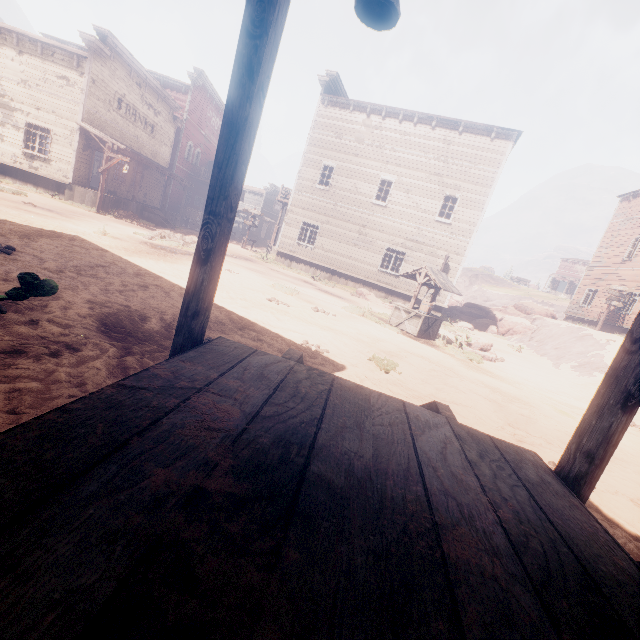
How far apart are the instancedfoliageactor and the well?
0.8 meters

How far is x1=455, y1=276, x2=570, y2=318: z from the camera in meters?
47.0

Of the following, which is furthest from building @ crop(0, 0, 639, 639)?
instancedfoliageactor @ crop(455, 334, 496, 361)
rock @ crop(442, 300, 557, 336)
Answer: instancedfoliageactor @ crop(455, 334, 496, 361)

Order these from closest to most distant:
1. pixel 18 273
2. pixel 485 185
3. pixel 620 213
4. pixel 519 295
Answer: pixel 18 273 < pixel 485 185 < pixel 620 213 < pixel 519 295

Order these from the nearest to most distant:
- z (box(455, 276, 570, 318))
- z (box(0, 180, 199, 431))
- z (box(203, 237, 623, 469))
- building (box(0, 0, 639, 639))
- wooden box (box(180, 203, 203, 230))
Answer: building (box(0, 0, 639, 639))
z (box(0, 180, 199, 431))
z (box(203, 237, 623, 469))
wooden box (box(180, 203, 203, 230))
z (box(455, 276, 570, 318))

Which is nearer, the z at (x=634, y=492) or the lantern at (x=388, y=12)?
the lantern at (x=388, y=12)

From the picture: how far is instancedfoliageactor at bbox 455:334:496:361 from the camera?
11.0m

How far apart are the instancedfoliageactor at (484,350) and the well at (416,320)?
0.82m
